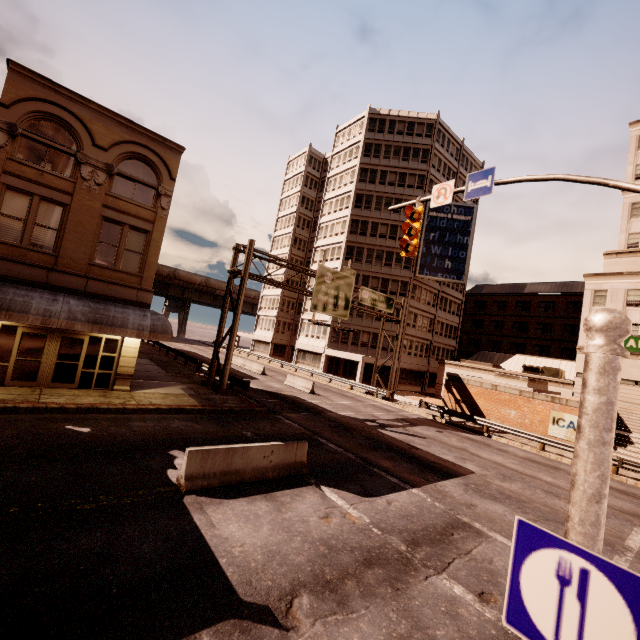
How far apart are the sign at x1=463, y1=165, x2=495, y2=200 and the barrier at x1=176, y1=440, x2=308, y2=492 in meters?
9.0

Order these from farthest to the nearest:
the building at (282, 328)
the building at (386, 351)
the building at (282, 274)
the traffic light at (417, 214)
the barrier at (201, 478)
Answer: the building at (282, 274)
the building at (282, 328)
the building at (386, 351)
the traffic light at (417, 214)
the barrier at (201, 478)

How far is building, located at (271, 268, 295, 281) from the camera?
55.0m

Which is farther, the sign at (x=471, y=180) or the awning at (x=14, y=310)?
the awning at (x=14, y=310)

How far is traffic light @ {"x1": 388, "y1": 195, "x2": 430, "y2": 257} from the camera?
10.3m

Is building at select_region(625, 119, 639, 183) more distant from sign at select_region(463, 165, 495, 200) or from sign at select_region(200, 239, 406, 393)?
sign at select_region(463, 165, 495, 200)

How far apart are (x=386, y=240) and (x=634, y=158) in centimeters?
2555cm

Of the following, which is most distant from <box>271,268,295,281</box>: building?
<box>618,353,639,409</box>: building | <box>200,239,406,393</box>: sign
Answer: <box>200,239,406,393</box>: sign
